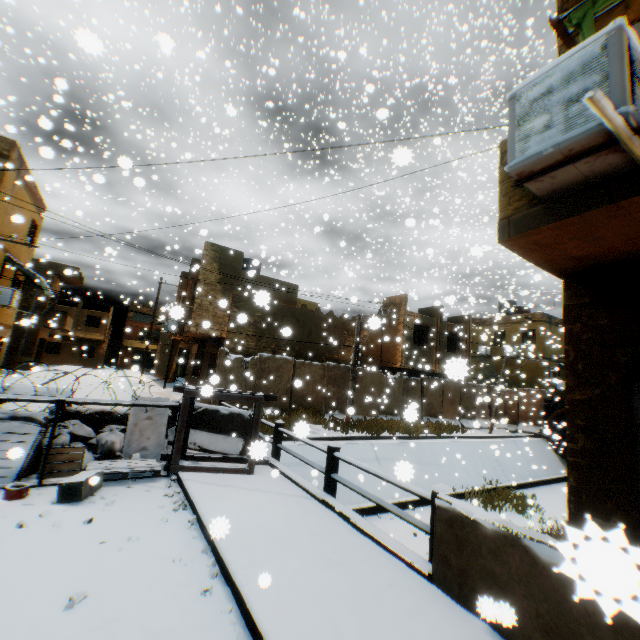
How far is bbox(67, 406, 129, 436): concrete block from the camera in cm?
696

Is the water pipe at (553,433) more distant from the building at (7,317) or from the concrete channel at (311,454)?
the building at (7,317)

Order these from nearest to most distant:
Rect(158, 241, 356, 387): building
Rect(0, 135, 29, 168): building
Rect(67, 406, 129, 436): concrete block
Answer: Rect(67, 406, 129, 436): concrete block < Rect(0, 135, 29, 168): building < Rect(158, 241, 356, 387): building

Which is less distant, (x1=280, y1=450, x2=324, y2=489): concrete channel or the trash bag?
the trash bag

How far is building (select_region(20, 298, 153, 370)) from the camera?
28.0m

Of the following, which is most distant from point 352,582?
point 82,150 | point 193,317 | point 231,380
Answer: point 82,150

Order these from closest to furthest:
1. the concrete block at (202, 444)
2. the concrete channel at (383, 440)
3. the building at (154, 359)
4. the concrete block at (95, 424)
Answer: the concrete block at (95, 424) → the concrete block at (202, 444) → the concrete channel at (383, 440) → the building at (154, 359)

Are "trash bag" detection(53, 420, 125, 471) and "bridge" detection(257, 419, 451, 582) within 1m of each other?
no
